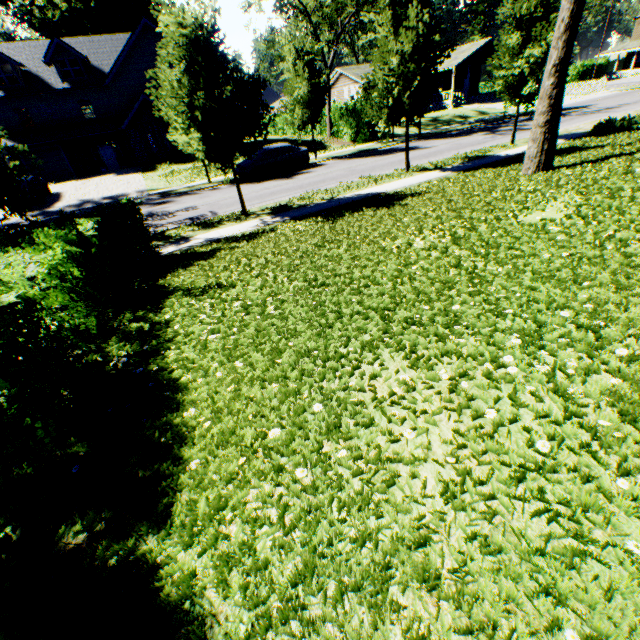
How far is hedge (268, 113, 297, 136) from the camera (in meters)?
39.81

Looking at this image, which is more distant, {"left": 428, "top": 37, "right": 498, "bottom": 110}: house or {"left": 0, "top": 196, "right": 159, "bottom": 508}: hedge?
{"left": 428, "top": 37, "right": 498, "bottom": 110}: house

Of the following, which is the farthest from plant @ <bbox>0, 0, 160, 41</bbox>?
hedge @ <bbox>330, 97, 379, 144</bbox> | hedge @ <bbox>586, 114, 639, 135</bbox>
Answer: hedge @ <bbox>586, 114, 639, 135</bbox>

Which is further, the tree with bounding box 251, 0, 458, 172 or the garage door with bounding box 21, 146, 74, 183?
the garage door with bounding box 21, 146, 74, 183

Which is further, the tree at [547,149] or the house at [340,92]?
the house at [340,92]

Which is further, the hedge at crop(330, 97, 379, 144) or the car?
the hedge at crop(330, 97, 379, 144)

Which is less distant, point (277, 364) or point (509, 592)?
point (509, 592)

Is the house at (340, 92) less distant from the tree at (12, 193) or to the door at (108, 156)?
the door at (108, 156)
